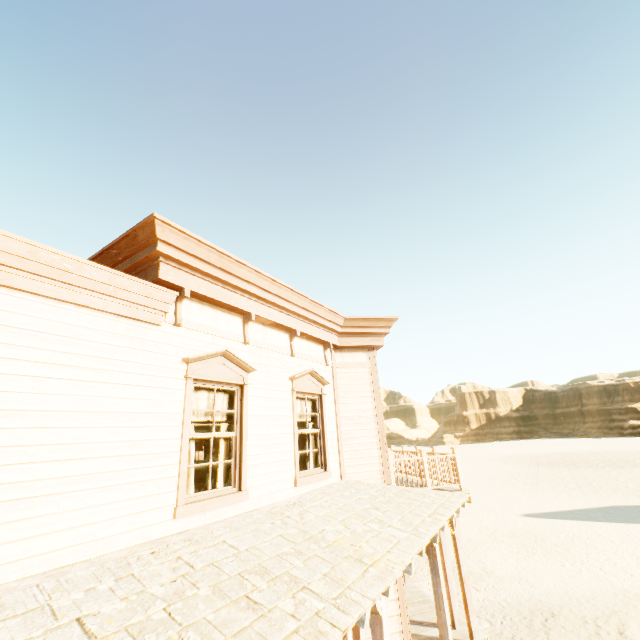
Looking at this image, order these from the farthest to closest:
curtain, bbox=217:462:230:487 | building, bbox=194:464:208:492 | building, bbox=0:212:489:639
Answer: building, bbox=194:464:208:492, curtain, bbox=217:462:230:487, building, bbox=0:212:489:639

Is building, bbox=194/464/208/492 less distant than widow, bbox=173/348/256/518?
No

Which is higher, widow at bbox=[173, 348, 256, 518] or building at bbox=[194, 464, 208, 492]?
widow at bbox=[173, 348, 256, 518]

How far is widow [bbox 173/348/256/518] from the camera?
4.36m

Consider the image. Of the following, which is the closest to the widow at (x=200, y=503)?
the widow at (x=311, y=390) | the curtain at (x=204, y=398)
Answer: the curtain at (x=204, y=398)

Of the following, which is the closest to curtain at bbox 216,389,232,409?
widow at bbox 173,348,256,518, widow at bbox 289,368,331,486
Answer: widow at bbox 173,348,256,518

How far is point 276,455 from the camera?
5.91m

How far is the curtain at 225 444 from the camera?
5.18m
